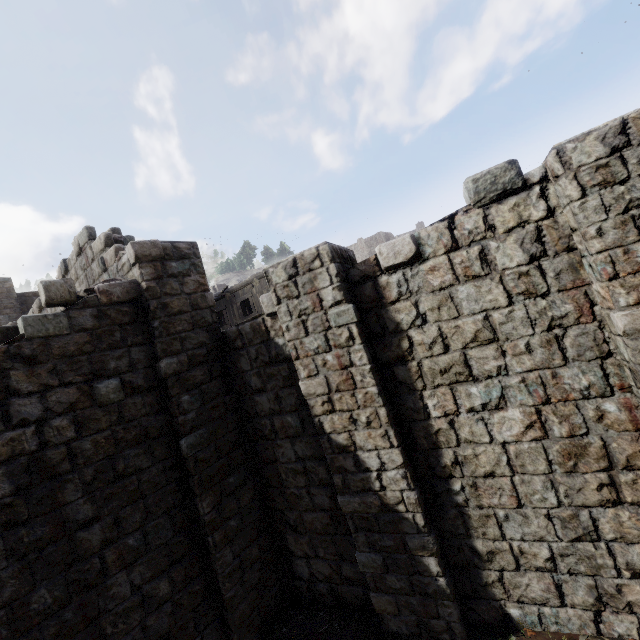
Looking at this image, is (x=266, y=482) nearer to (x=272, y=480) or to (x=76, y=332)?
(x=272, y=480)
